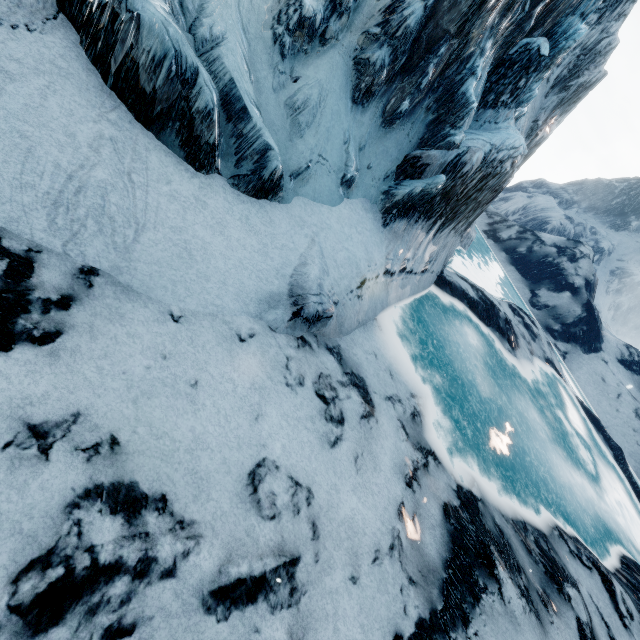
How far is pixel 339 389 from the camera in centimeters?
711cm
